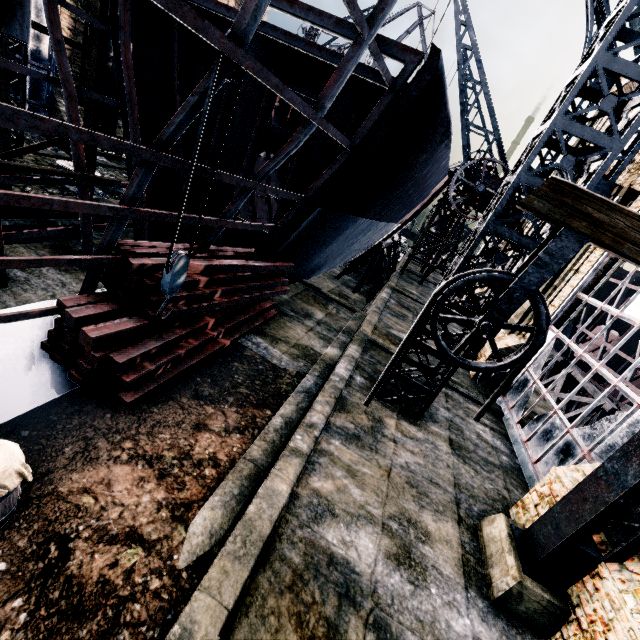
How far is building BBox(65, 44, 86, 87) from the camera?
17.9 meters

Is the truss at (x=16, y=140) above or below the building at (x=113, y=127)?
below

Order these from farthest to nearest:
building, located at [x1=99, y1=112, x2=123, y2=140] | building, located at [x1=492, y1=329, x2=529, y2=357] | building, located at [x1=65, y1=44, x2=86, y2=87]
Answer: building, located at [x1=99, y1=112, x2=123, y2=140]
building, located at [x1=65, y1=44, x2=86, y2=87]
building, located at [x1=492, y1=329, x2=529, y2=357]

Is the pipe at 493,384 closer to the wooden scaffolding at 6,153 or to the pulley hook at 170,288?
the pulley hook at 170,288

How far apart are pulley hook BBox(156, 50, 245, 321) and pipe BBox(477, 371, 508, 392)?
13.4m

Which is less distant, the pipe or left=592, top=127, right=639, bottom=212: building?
left=592, top=127, right=639, bottom=212: building

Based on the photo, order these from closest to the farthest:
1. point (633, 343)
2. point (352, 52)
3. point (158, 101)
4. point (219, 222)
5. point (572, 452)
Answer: point (352, 52)
point (219, 222)
point (572, 452)
point (158, 101)
point (633, 343)

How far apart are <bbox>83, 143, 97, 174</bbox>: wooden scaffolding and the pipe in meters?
18.7 m
